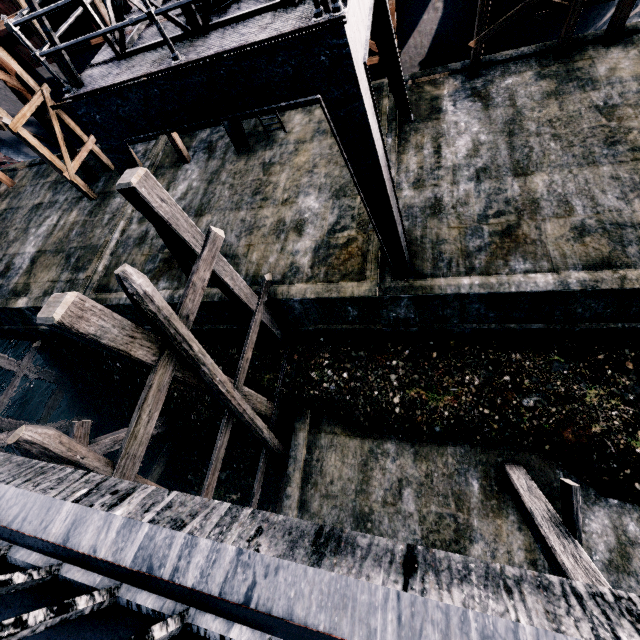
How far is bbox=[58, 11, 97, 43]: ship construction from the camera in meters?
12.3

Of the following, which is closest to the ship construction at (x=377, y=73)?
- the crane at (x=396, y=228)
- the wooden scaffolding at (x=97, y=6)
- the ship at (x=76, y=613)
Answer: the wooden scaffolding at (x=97, y=6)

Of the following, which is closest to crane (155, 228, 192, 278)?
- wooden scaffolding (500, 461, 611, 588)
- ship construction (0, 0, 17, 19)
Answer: ship construction (0, 0, 17, 19)

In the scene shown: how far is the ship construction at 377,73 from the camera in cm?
1441

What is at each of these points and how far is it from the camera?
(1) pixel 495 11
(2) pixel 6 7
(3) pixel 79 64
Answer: (1) ship construction, 12.3m
(2) ship construction, 12.1m
(3) ship construction, 14.4m

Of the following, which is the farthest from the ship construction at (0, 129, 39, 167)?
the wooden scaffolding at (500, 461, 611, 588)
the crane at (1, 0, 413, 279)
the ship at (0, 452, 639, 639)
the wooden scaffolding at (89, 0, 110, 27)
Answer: the wooden scaffolding at (500, 461, 611, 588)
